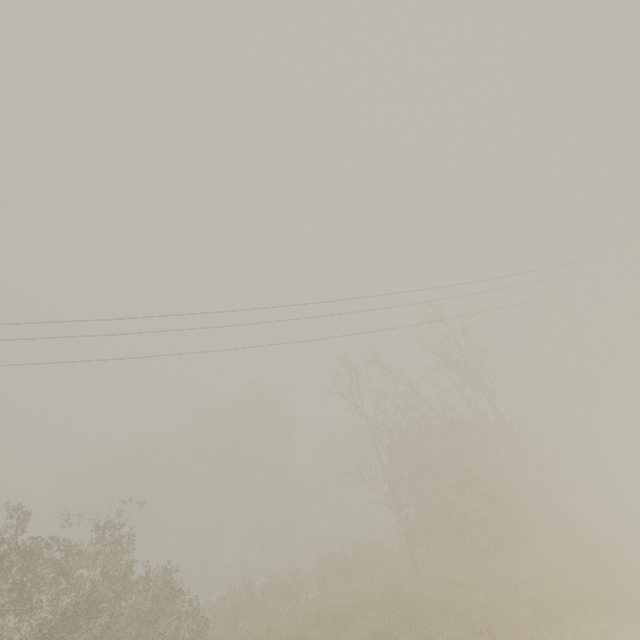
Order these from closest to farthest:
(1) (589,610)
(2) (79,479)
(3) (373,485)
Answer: (1) (589,610) < (3) (373,485) < (2) (79,479)
